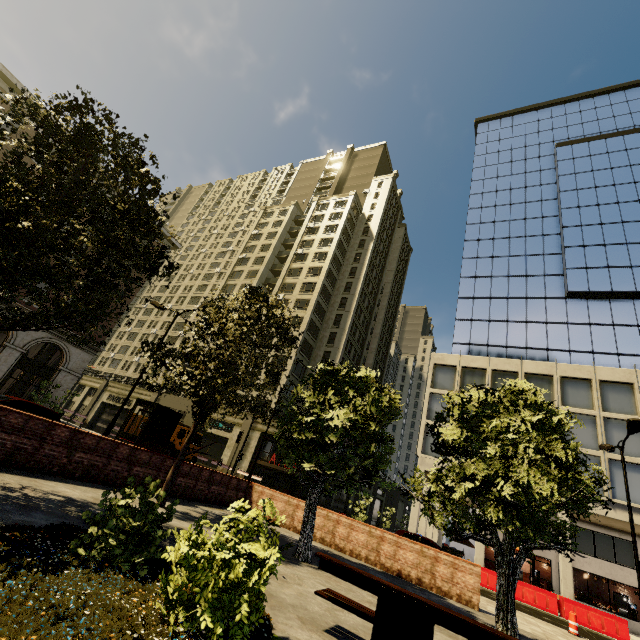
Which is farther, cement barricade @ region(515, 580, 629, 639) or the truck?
the truck

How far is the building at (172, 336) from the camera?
57.31m

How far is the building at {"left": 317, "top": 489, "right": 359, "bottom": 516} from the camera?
33.66m

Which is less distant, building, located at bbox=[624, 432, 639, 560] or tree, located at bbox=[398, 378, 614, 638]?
tree, located at bbox=[398, 378, 614, 638]

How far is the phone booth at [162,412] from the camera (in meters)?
11.18

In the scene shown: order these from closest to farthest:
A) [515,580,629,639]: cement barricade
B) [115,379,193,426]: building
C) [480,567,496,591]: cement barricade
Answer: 1. [515,580,629,639]: cement barricade
2. [480,567,496,591]: cement barricade
3. [115,379,193,426]: building

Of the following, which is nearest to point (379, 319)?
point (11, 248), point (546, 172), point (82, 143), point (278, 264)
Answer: point (278, 264)

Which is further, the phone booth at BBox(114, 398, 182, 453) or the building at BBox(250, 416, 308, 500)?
the building at BBox(250, 416, 308, 500)
